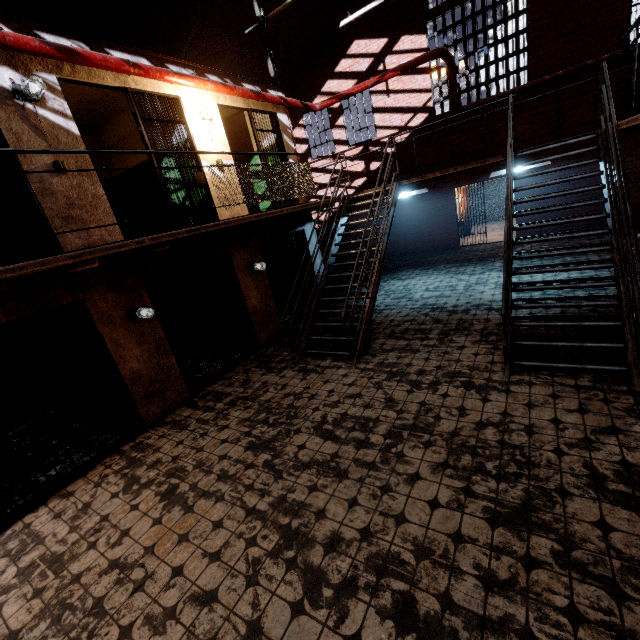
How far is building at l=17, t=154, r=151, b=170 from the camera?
4.3 meters

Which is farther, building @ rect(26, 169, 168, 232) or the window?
the window

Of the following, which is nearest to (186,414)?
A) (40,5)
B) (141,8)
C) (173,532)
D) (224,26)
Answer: (173,532)

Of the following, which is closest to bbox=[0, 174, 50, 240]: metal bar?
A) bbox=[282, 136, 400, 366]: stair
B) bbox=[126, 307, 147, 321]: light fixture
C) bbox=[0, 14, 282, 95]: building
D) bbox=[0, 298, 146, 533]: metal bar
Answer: bbox=[0, 14, 282, 95]: building

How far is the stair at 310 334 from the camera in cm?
623

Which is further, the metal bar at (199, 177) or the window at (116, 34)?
the window at (116, 34)

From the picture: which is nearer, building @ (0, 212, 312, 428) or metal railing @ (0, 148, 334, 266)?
metal railing @ (0, 148, 334, 266)

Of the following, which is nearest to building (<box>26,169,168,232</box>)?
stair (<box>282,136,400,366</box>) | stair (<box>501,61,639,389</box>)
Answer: stair (<box>282,136,400,366</box>)
